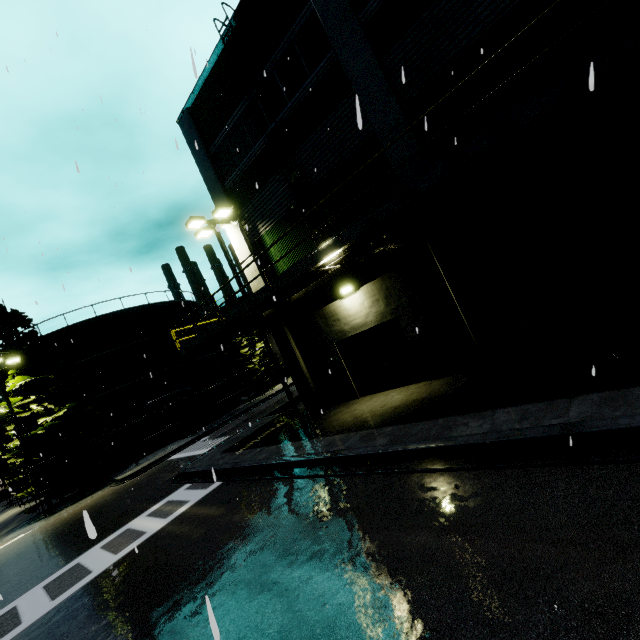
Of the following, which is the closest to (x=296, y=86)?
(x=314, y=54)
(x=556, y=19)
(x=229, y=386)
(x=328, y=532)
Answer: (x=314, y=54)

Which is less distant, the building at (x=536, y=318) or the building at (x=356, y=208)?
the building at (x=536, y=318)

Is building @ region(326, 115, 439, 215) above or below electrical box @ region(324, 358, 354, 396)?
above

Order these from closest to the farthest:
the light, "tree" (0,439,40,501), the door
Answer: the door, the light, "tree" (0,439,40,501)

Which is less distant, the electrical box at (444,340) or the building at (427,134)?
the building at (427,134)

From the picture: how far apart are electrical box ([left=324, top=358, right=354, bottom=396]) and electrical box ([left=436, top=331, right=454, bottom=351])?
4.1 meters

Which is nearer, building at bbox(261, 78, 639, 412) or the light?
building at bbox(261, 78, 639, 412)

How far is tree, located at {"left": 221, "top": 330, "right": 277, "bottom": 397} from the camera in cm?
3469
